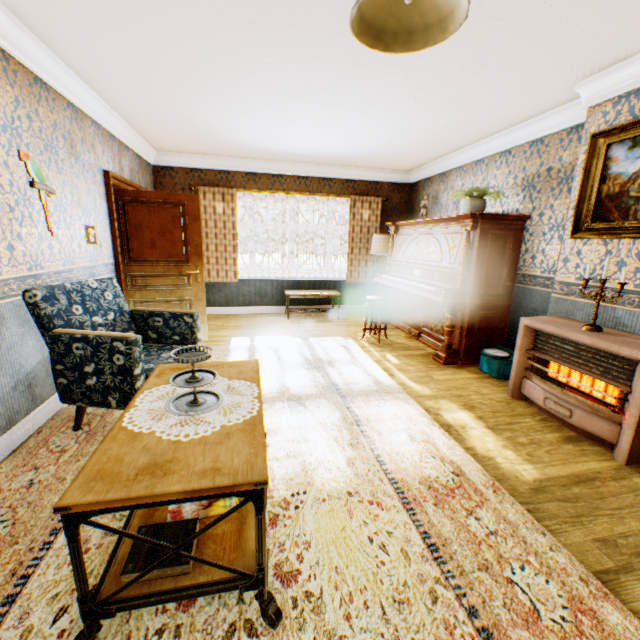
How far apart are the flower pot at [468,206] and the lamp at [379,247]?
2.12m

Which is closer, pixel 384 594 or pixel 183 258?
pixel 384 594

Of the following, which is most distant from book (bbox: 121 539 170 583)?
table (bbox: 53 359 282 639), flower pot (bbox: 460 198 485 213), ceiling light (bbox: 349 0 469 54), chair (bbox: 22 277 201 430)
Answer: flower pot (bbox: 460 198 485 213)

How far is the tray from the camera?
1.6m

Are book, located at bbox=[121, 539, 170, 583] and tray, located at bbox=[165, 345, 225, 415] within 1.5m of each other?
yes

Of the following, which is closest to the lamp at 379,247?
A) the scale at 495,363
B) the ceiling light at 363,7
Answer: the scale at 495,363

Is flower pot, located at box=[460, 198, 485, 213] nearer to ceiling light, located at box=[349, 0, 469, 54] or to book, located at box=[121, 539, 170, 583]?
ceiling light, located at box=[349, 0, 469, 54]

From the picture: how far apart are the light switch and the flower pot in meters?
4.8 m
